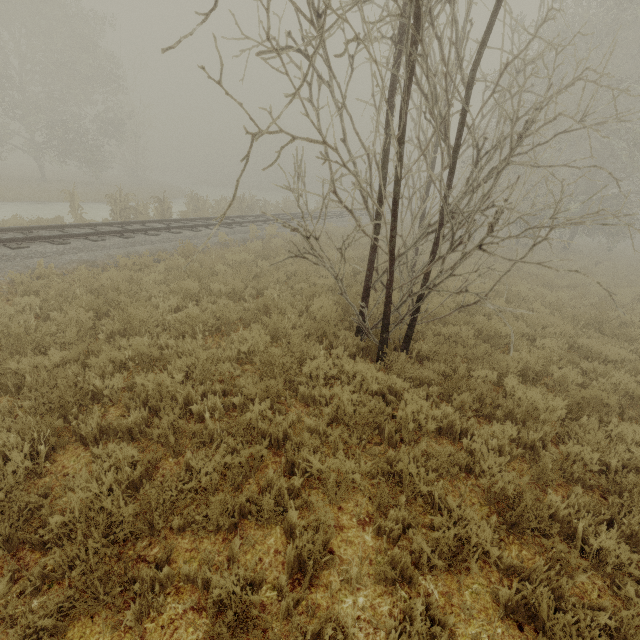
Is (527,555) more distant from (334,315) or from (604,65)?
(604,65)

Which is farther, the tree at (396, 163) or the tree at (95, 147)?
the tree at (95, 147)

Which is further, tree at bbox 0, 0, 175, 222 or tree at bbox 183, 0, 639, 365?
tree at bbox 0, 0, 175, 222
